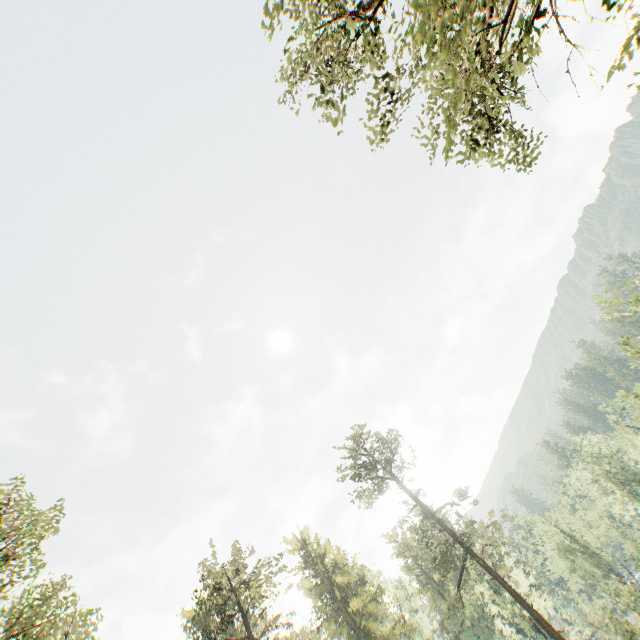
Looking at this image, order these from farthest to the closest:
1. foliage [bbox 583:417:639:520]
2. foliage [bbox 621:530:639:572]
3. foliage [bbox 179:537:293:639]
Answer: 1. foliage [bbox 583:417:639:520]
2. foliage [bbox 621:530:639:572]
3. foliage [bbox 179:537:293:639]

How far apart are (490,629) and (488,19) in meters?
75.3 m

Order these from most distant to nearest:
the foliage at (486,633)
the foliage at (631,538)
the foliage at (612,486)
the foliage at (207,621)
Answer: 1. the foliage at (612,486)
2. the foliage at (631,538)
3. the foliage at (486,633)
4. the foliage at (207,621)

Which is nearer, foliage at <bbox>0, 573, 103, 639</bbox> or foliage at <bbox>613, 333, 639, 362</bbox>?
foliage at <bbox>0, 573, 103, 639</bbox>

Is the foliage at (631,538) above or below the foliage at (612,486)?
below
